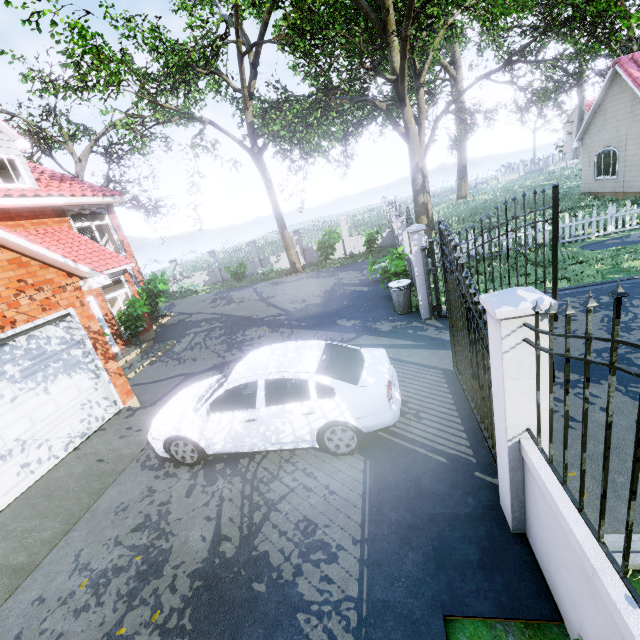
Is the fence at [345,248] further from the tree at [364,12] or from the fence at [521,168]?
the fence at [521,168]

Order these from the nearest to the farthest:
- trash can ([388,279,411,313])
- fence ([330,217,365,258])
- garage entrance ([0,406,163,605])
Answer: garage entrance ([0,406,163,605]) < trash can ([388,279,411,313]) < fence ([330,217,365,258])

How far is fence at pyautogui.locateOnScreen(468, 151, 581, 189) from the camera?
49.2m

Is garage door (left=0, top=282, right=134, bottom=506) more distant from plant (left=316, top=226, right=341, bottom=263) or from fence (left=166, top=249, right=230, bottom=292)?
plant (left=316, top=226, right=341, bottom=263)

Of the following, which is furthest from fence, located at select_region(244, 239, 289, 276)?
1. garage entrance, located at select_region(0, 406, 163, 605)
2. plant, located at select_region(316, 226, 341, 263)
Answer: garage entrance, located at select_region(0, 406, 163, 605)

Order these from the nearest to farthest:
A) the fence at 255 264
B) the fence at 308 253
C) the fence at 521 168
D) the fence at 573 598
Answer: the fence at 573 598
the fence at 308 253
the fence at 255 264
the fence at 521 168

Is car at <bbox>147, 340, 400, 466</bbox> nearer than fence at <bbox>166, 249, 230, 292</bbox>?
Yes

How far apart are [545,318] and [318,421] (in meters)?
3.24
